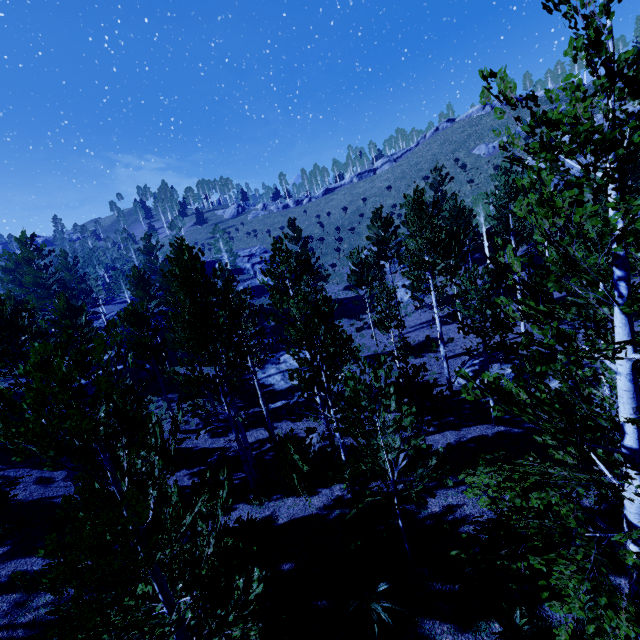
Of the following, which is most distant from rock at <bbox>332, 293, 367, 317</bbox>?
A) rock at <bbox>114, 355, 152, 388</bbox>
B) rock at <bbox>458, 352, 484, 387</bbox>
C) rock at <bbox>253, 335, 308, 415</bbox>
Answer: → rock at <bbox>458, 352, 484, 387</bbox>

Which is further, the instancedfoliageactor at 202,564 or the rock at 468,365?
the rock at 468,365

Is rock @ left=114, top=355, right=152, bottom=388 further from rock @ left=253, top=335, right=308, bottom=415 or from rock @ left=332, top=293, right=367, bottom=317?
rock @ left=332, top=293, right=367, bottom=317

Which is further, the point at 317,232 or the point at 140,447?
the point at 317,232

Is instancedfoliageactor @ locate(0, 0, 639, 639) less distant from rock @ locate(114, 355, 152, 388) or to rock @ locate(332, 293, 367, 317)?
Answer: rock @ locate(114, 355, 152, 388)

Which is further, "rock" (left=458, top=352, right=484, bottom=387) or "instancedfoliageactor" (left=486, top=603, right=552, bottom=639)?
"rock" (left=458, top=352, right=484, bottom=387)

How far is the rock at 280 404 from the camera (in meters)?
18.62
